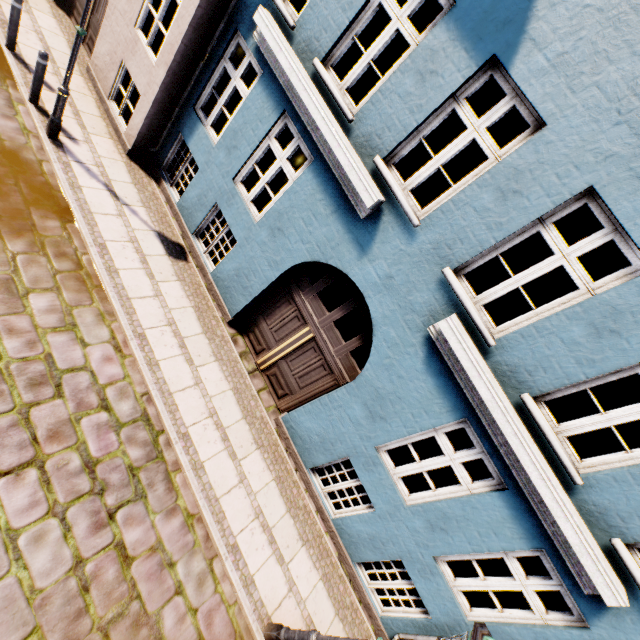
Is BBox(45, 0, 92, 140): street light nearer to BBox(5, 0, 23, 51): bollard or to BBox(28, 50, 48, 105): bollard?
BBox(28, 50, 48, 105): bollard

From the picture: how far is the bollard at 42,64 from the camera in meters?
6.1

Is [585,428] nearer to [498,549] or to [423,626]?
[498,549]

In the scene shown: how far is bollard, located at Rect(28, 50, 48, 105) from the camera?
6.1m

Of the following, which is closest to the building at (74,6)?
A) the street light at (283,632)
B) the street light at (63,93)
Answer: the street light at (63,93)

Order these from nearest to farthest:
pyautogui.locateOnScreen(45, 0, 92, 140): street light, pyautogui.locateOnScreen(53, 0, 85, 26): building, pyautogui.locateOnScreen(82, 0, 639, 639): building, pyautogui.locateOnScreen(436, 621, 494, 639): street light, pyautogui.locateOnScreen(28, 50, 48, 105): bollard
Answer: pyautogui.locateOnScreen(436, 621, 494, 639): street light < pyautogui.locateOnScreen(82, 0, 639, 639): building < pyautogui.locateOnScreen(45, 0, 92, 140): street light < pyautogui.locateOnScreen(28, 50, 48, 105): bollard < pyautogui.locateOnScreen(53, 0, 85, 26): building

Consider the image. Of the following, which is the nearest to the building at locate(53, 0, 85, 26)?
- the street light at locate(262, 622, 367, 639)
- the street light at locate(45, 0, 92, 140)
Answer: the street light at locate(45, 0, 92, 140)
